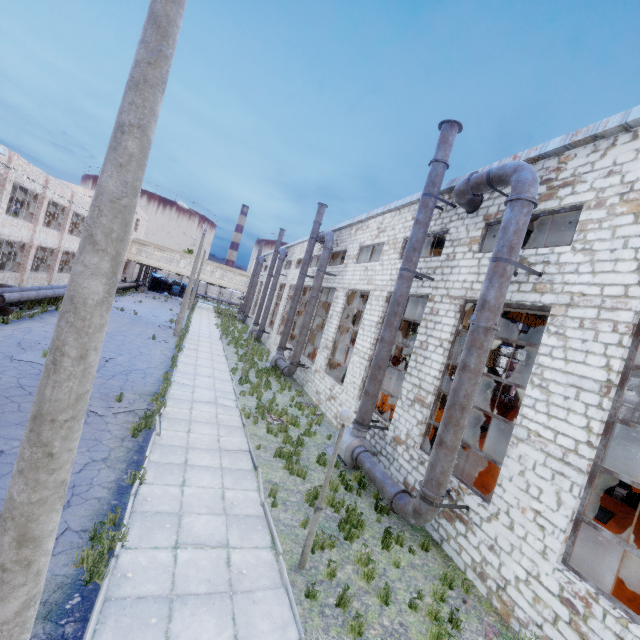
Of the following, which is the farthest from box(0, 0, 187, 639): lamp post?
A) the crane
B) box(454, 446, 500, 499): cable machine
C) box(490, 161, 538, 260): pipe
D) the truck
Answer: the truck

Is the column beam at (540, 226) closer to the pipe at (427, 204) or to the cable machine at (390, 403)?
the pipe at (427, 204)

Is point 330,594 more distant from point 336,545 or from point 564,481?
point 564,481

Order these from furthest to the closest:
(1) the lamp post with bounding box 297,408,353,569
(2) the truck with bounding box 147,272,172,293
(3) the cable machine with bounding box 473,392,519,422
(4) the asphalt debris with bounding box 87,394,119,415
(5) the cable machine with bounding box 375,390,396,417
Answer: (2) the truck with bounding box 147,272,172,293 → (3) the cable machine with bounding box 473,392,519,422 → (5) the cable machine with bounding box 375,390,396,417 → (4) the asphalt debris with bounding box 87,394,119,415 → (1) the lamp post with bounding box 297,408,353,569

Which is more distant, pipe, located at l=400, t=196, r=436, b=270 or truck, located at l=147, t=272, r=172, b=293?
truck, located at l=147, t=272, r=172, b=293

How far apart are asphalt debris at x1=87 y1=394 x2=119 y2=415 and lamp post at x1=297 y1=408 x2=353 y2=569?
7.7 meters

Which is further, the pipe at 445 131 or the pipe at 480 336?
the pipe at 445 131

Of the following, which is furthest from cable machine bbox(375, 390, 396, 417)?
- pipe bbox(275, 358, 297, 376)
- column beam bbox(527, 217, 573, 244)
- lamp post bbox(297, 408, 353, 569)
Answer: lamp post bbox(297, 408, 353, 569)
